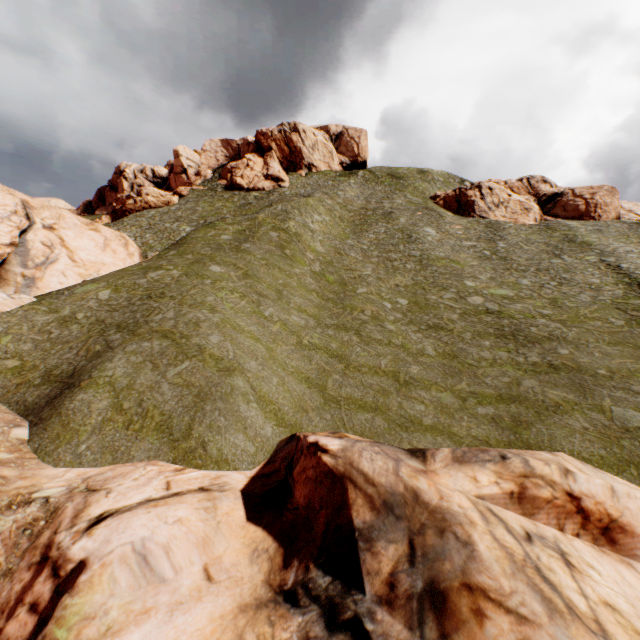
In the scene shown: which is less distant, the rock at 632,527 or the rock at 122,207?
the rock at 632,527

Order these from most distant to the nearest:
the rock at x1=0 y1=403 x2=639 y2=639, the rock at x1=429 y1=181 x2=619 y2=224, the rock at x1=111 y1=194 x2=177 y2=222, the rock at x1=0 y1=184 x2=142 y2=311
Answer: the rock at x1=111 y1=194 x2=177 y2=222 < the rock at x1=429 y1=181 x2=619 y2=224 < the rock at x1=0 y1=184 x2=142 y2=311 < the rock at x1=0 y1=403 x2=639 y2=639

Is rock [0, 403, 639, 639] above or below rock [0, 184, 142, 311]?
below

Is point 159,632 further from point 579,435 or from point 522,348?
point 522,348

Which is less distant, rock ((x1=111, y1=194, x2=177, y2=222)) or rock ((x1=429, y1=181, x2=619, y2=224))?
rock ((x1=429, y1=181, x2=619, y2=224))

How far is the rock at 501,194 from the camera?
44.1m

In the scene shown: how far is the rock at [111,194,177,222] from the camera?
53.91m
